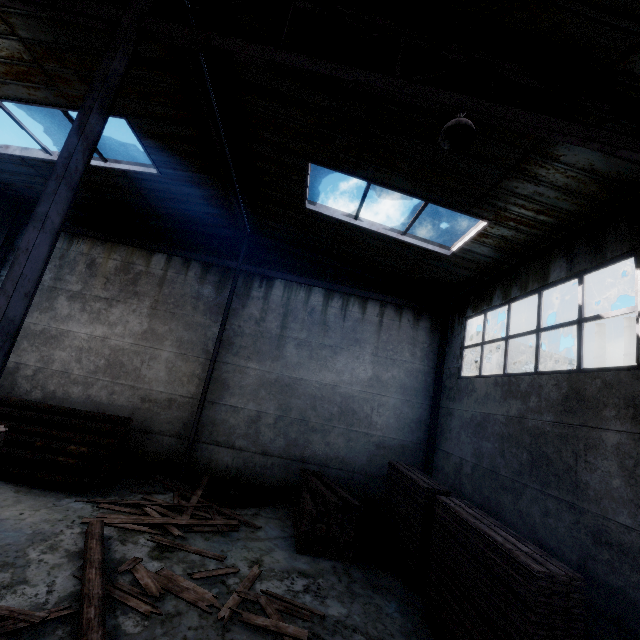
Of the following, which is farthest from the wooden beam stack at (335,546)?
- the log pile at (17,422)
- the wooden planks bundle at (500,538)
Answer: the log pile at (17,422)

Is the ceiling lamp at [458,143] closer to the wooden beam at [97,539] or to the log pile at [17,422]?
the wooden beam at [97,539]

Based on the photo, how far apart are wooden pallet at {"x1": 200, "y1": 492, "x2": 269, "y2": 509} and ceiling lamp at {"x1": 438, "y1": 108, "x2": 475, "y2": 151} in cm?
938

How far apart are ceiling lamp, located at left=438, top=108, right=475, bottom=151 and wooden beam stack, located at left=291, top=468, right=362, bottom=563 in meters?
7.3

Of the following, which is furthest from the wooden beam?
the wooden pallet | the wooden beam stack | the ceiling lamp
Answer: the ceiling lamp

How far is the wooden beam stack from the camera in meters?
7.1

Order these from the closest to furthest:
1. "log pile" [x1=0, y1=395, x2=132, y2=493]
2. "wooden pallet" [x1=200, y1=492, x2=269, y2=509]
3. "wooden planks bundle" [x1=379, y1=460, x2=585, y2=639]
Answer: "wooden planks bundle" [x1=379, y1=460, x2=585, y2=639]
"log pile" [x1=0, y1=395, x2=132, y2=493]
"wooden pallet" [x1=200, y1=492, x2=269, y2=509]

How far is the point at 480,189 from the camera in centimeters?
659cm
